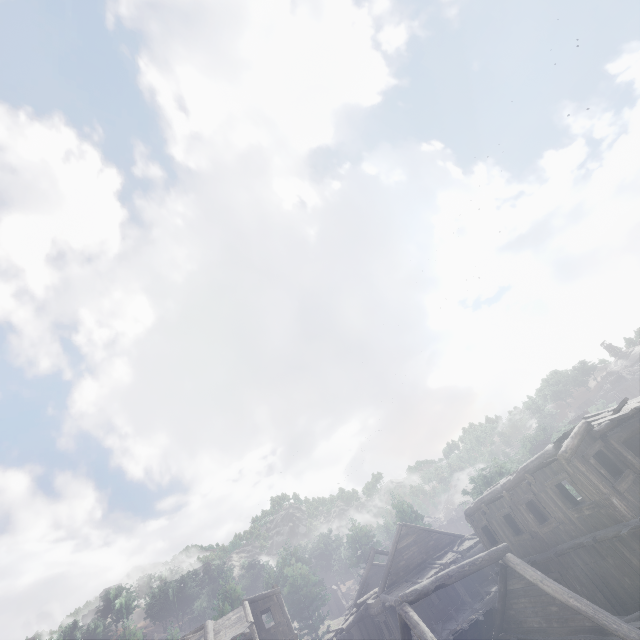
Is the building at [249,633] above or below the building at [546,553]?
above

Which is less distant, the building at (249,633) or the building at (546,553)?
the building at (546,553)

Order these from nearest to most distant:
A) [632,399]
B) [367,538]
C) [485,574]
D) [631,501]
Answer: [631,501] < [632,399] < [485,574] < [367,538]

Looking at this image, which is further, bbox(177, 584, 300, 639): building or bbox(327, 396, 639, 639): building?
bbox(177, 584, 300, 639): building

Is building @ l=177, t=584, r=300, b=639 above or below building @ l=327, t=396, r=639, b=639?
above
